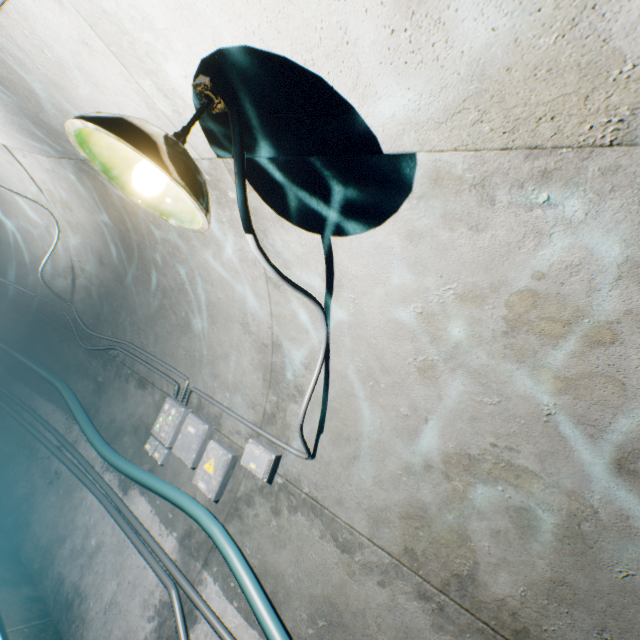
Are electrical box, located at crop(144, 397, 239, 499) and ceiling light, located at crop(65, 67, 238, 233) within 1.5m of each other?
no

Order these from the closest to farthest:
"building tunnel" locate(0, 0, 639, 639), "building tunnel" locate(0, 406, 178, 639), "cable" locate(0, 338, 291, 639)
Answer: "building tunnel" locate(0, 0, 639, 639) < "cable" locate(0, 338, 291, 639) < "building tunnel" locate(0, 406, 178, 639)

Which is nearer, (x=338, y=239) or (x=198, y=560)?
(x=338, y=239)

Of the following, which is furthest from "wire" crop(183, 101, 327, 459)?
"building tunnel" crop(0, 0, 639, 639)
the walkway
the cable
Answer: the walkway

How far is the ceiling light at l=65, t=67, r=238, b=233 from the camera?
0.9m

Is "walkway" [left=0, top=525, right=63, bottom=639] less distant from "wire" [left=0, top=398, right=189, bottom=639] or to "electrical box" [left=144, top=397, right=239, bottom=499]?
"wire" [left=0, top=398, right=189, bottom=639]

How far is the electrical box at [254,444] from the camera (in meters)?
2.55

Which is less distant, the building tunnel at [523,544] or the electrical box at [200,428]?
the building tunnel at [523,544]
